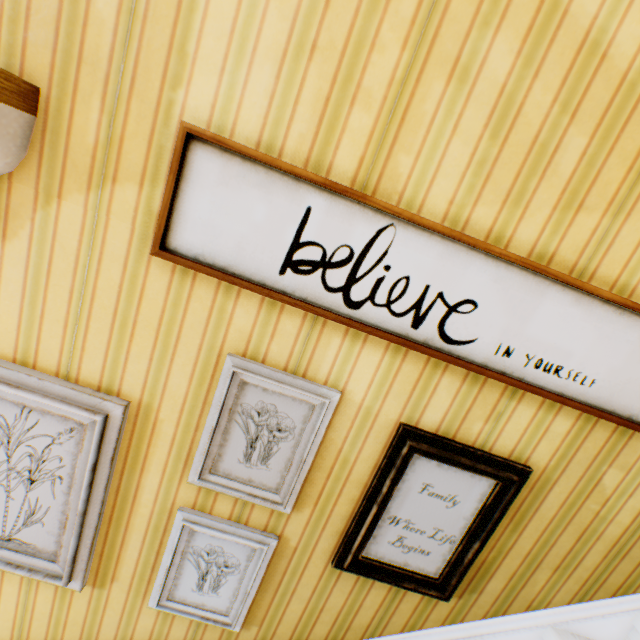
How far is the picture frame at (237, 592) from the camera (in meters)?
1.37

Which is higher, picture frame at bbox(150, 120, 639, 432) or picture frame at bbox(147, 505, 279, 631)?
picture frame at bbox(150, 120, 639, 432)

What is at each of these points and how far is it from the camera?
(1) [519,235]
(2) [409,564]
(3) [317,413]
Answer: (1) building, 1.1m
(2) picture frame, 1.4m
(3) picture frame, 1.2m

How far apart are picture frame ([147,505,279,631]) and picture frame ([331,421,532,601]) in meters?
0.3

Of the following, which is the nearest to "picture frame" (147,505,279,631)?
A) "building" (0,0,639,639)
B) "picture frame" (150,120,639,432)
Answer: "building" (0,0,639,639)

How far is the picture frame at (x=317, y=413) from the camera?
1.2 meters

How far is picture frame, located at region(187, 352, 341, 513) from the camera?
1.2 meters

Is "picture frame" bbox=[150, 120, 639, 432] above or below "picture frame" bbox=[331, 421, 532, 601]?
above
